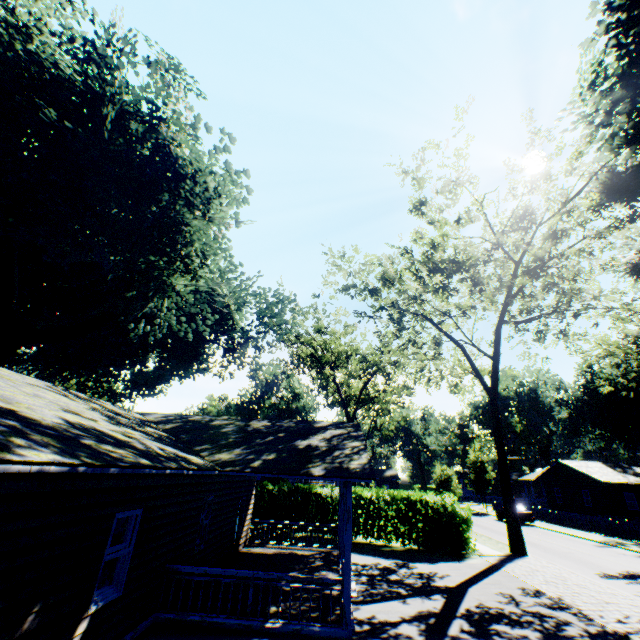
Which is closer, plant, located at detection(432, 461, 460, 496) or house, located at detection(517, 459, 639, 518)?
plant, located at detection(432, 461, 460, 496)

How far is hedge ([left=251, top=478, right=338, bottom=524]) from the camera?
20.1 meters

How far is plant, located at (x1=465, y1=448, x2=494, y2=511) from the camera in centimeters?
4553cm

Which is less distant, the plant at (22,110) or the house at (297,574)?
the house at (297,574)

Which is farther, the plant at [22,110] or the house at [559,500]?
the house at [559,500]

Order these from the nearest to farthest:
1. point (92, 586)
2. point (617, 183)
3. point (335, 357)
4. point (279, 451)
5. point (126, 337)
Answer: point (92, 586) < point (279, 451) < point (617, 183) < point (126, 337) < point (335, 357)

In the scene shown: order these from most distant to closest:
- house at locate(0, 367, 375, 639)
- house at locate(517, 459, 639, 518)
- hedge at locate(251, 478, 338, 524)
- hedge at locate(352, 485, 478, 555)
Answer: house at locate(517, 459, 639, 518) → hedge at locate(251, 478, 338, 524) → hedge at locate(352, 485, 478, 555) → house at locate(0, 367, 375, 639)

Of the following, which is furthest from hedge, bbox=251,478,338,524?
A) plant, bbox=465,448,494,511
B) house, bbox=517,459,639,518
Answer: house, bbox=517,459,639,518
